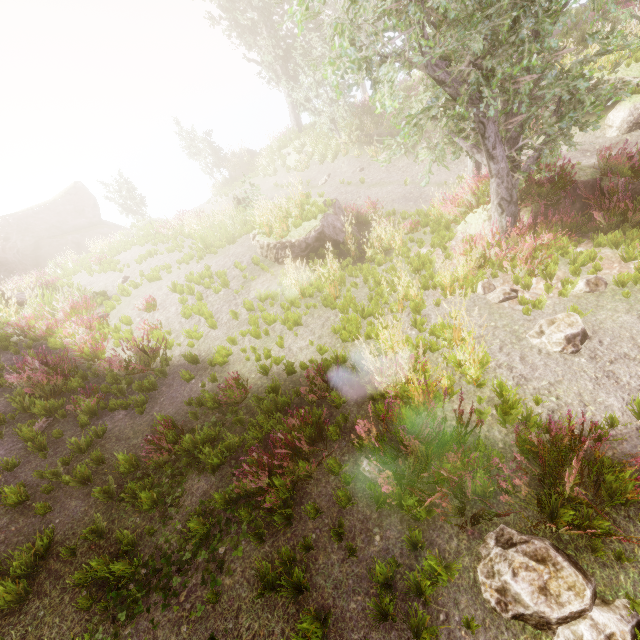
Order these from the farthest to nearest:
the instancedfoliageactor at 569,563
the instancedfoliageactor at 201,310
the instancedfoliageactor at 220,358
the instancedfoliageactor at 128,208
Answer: the instancedfoliageactor at 128,208
the instancedfoliageactor at 201,310
the instancedfoliageactor at 220,358
the instancedfoliageactor at 569,563

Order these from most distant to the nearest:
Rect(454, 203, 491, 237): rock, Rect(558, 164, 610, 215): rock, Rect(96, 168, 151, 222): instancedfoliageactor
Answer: Rect(96, 168, 151, 222): instancedfoliageactor → Rect(454, 203, 491, 237): rock → Rect(558, 164, 610, 215): rock

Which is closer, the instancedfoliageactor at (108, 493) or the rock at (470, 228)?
the instancedfoliageactor at (108, 493)

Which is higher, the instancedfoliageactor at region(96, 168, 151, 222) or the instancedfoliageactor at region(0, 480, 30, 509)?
the instancedfoliageactor at region(96, 168, 151, 222)

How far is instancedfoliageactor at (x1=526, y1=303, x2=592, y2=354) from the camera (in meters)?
5.32

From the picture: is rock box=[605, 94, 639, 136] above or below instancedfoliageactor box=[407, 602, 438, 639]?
below

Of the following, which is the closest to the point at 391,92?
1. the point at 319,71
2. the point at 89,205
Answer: the point at 319,71
